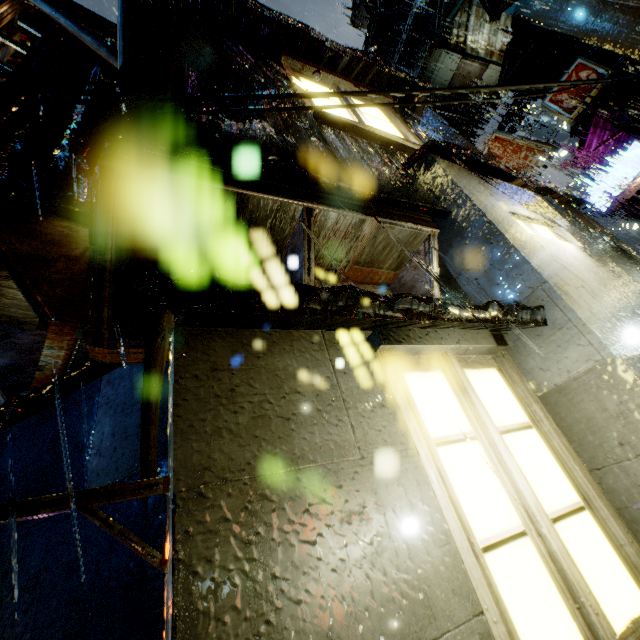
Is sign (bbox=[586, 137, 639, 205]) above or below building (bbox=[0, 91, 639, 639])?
above

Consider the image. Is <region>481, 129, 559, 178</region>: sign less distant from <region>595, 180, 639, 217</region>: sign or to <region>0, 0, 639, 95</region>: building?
<region>0, 0, 639, 95</region>: building

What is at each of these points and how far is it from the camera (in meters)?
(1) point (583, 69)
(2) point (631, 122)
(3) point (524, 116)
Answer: (1) sign, 11.39
(2) building, 15.27
(3) building, 28.66

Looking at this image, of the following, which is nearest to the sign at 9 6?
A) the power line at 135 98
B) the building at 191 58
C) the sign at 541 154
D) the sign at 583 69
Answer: the building at 191 58

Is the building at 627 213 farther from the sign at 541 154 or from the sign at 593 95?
the sign at 541 154

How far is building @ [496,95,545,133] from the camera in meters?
27.5 m

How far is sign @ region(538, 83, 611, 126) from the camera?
11.1m
